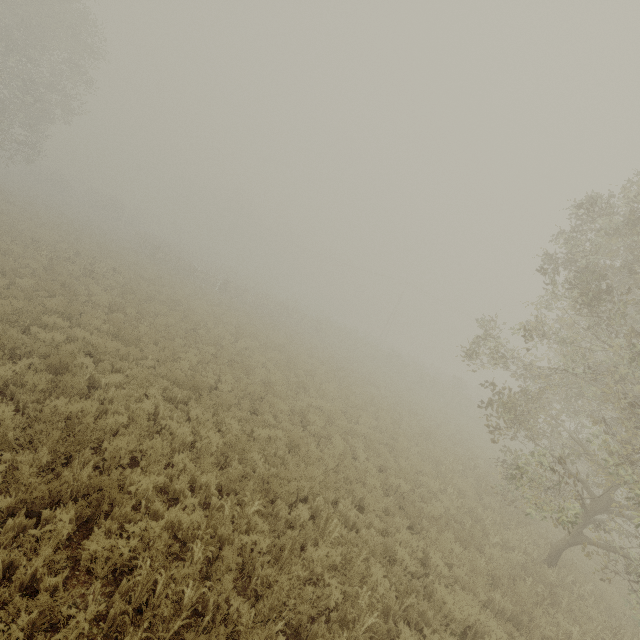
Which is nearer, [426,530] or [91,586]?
[91,586]
